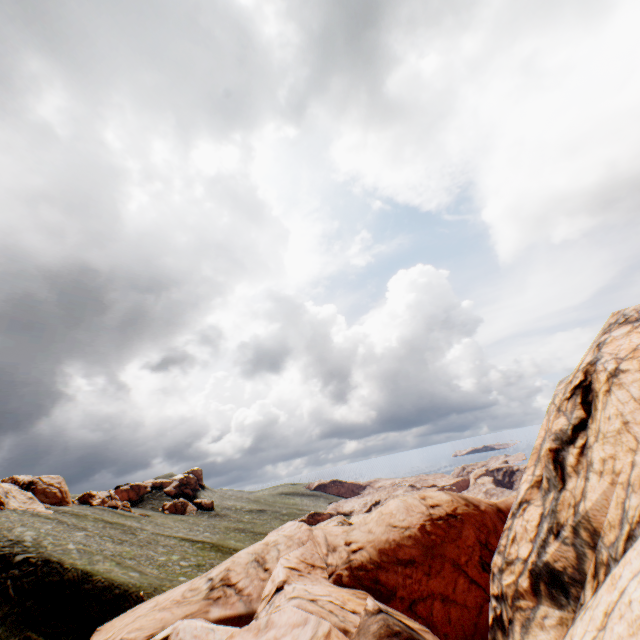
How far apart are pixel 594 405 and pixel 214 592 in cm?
1860

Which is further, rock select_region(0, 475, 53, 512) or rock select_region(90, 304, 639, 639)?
rock select_region(0, 475, 53, 512)

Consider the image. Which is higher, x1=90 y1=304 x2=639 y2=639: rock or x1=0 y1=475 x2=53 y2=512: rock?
x1=0 y1=475 x2=53 y2=512: rock

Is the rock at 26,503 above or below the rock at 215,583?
above

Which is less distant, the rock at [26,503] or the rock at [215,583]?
the rock at [215,583]
